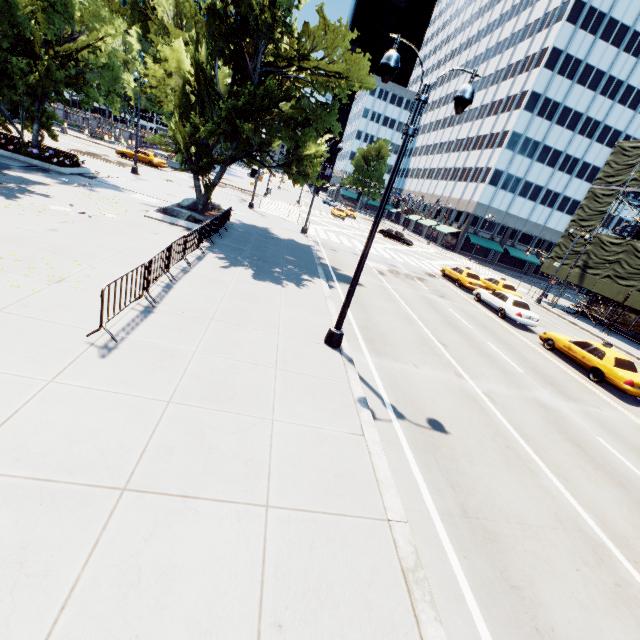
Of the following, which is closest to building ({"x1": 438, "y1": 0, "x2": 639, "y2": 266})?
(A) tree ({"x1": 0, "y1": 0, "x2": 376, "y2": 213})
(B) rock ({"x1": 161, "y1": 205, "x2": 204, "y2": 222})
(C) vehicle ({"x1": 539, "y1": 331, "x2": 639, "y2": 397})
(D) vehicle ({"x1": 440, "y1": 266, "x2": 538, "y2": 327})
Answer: (A) tree ({"x1": 0, "y1": 0, "x2": 376, "y2": 213})

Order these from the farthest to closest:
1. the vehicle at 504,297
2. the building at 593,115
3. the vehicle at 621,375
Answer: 1. the building at 593,115
2. the vehicle at 504,297
3. the vehicle at 621,375

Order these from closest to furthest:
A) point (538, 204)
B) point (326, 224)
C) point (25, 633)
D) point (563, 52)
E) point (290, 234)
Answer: point (25, 633), point (290, 234), point (326, 224), point (563, 52), point (538, 204)

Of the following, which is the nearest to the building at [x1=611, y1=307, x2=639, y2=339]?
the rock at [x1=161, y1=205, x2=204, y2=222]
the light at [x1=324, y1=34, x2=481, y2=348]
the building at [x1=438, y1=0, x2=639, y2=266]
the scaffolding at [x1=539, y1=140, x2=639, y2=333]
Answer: the scaffolding at [x1=539, y1=140, x2=639, y2=333]

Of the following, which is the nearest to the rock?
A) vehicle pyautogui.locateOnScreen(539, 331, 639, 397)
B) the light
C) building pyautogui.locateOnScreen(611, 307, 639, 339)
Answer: the light

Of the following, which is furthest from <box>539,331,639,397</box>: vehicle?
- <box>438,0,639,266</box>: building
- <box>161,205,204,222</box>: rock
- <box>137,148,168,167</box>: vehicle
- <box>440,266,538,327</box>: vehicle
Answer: <box>438,0,639,266</box>: building

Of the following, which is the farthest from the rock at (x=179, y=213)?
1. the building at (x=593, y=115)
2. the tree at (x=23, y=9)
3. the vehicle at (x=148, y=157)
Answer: the building at (x=593, y=115)

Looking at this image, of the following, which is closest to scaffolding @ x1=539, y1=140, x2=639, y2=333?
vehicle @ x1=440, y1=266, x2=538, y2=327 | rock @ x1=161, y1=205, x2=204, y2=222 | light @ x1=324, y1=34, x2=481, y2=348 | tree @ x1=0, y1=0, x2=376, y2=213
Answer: vehicle @ x1=440, y1=266, x2=538, y2=327
